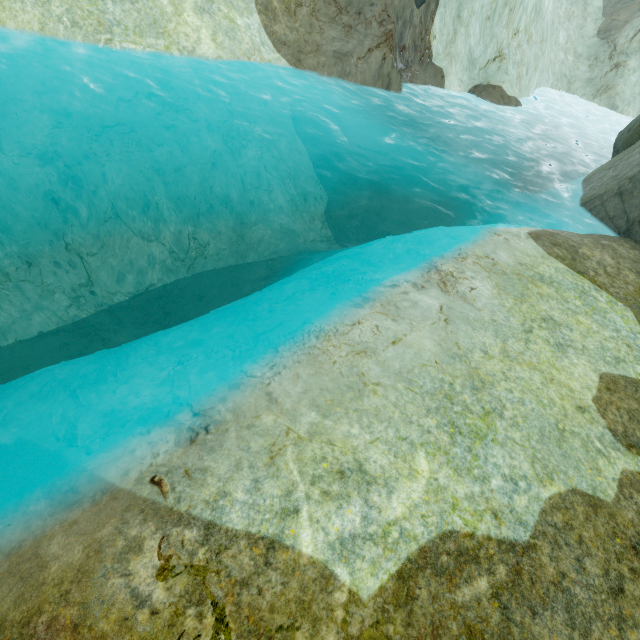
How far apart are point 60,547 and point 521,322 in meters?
8.1
